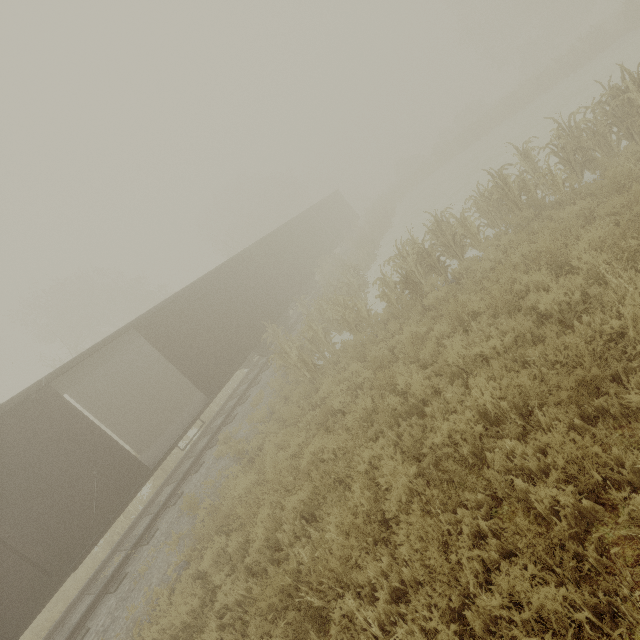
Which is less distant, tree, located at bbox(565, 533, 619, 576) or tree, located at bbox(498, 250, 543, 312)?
tree, located at bbox(565, 533, 619, 576)

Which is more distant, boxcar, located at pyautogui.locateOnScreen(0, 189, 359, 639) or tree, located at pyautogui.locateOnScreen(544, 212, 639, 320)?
boxcar, located at pyautogui.locateOnScreen(0, 189, 359, 639)

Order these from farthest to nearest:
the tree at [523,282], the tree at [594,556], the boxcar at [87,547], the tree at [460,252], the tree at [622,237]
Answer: the tree at [460,252] < the boxcar at [87,547] < the tree at [523,282] < the tree at [622,237] < the tree at [594,556]

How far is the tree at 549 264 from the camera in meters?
5.8 m

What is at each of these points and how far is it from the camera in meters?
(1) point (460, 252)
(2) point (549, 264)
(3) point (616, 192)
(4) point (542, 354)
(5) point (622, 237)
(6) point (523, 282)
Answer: (1) tree, 10.0
(2) tree, 6.1
(3) tree, 6.6
(4) tree, 4.5
(5) tree, 5.4
(6) tree, 5.9

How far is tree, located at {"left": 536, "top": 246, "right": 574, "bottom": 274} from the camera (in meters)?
5.83
